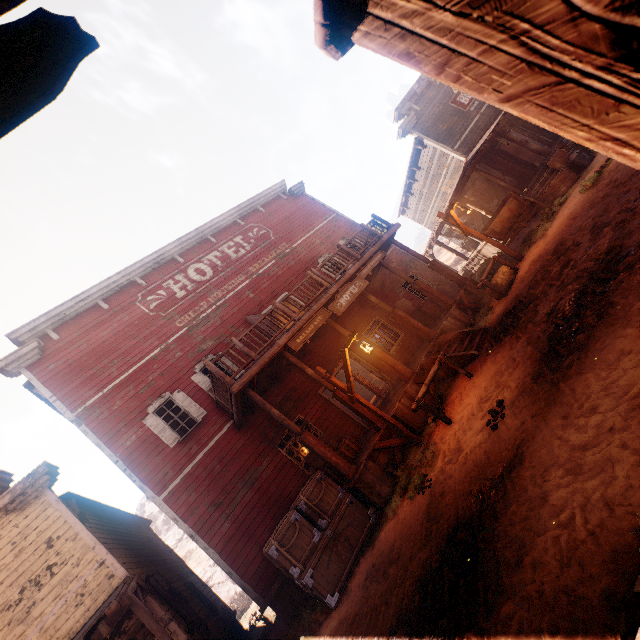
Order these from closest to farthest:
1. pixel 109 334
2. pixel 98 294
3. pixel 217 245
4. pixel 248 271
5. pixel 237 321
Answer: pixel 109 334, pixel 98 294, pixel 237 321, pixel 248 271, pixel 217 245

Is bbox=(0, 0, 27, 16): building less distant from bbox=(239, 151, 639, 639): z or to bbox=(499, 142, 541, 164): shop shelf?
bbox=(239, 151, 639, 639): z

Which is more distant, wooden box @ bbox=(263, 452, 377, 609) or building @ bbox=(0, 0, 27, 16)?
wooden box @ bbox=(263, 452, 377, 609)

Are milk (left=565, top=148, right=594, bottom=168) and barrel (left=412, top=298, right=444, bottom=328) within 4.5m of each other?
no

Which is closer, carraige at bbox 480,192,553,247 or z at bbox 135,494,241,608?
carraige at bbox 480,192,553,247

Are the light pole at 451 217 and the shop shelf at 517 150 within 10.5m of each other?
no

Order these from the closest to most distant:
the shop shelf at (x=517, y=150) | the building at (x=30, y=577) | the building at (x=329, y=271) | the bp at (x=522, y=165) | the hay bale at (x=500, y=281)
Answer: the building at (x=329, y=271)
the building at (x=30, y=577)
the hay bale at (x=500, y=281)
the bp at (x=522, y=165)
the shop shelf at (x=517, y=150)

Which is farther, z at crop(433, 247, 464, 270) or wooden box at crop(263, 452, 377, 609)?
z at crop(433, 247, 464, 270)
